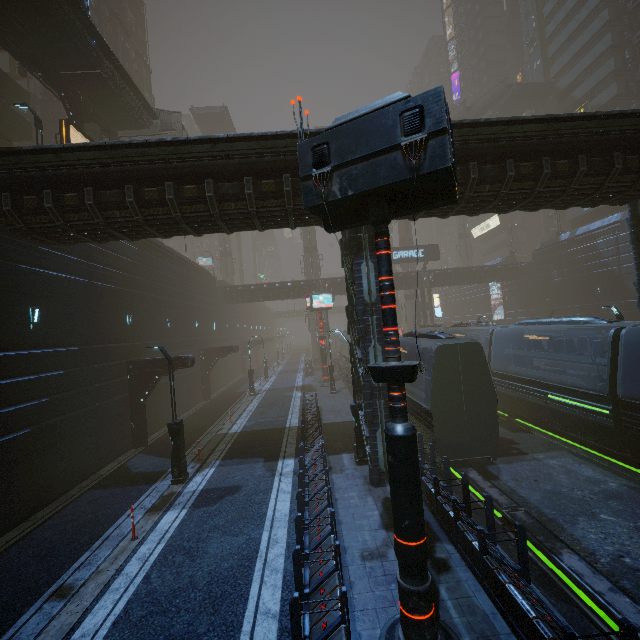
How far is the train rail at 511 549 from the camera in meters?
8.6

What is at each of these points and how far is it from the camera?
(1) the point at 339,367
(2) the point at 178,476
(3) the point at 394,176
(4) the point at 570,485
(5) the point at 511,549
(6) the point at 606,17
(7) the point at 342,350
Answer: (1) building, 37.0m
(2) street light, 12.9m
(3) sign, 5.2m
(4) train rail, 12.4m
(5) train rail, 9.1m
(6) building, 38.0m
(7) train, 45.6m

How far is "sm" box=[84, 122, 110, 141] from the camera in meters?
21.9 m

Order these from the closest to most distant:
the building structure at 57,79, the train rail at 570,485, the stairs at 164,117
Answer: the train rail at 570,485
the building structure at 57,79
the stairs at 164,117

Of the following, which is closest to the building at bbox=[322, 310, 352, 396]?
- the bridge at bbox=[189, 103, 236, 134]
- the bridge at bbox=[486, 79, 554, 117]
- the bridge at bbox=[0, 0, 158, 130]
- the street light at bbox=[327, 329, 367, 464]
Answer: the street light at bbox=[327, 329, 367, 464]

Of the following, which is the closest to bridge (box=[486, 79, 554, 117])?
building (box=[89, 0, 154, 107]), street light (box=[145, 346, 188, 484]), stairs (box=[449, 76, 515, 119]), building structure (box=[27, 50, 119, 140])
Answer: stairs (box=[449, 76, 515, 119])

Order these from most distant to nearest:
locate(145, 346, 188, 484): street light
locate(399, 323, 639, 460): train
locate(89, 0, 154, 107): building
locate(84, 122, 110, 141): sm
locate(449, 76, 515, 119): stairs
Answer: locate(449, 76, 515, 119): stairs < locate(89, 0, 154, 107): building < locate(84, 122, 110, 141): sm < locate(145, 346, 188, 484): street light < locate(399, 323, 639, 460): train

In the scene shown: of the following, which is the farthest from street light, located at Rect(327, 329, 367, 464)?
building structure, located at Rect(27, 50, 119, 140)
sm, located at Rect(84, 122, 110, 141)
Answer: building structure, located at Rect(27, 50, 119, 140)
